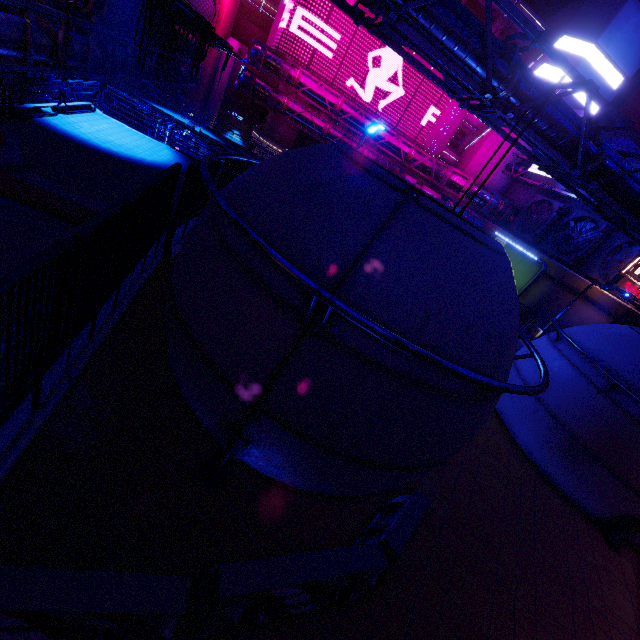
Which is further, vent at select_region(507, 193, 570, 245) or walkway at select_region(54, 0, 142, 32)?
vent at select_region(507, 193, 570, 245)

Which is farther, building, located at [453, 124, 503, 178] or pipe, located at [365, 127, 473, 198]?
building, located at [453, 124, 503, 178]

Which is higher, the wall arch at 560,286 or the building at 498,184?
the building at 498,184

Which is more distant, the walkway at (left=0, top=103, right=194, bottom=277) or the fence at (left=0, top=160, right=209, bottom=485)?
the walkway at (left=0, top=103, right=194, bottom=277)

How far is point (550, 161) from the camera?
12.95m

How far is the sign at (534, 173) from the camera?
29.16m

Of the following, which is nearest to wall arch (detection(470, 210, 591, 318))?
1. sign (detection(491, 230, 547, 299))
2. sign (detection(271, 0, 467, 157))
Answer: sign (detection(491, 230, 547, 299))

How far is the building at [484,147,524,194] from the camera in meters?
36.0
